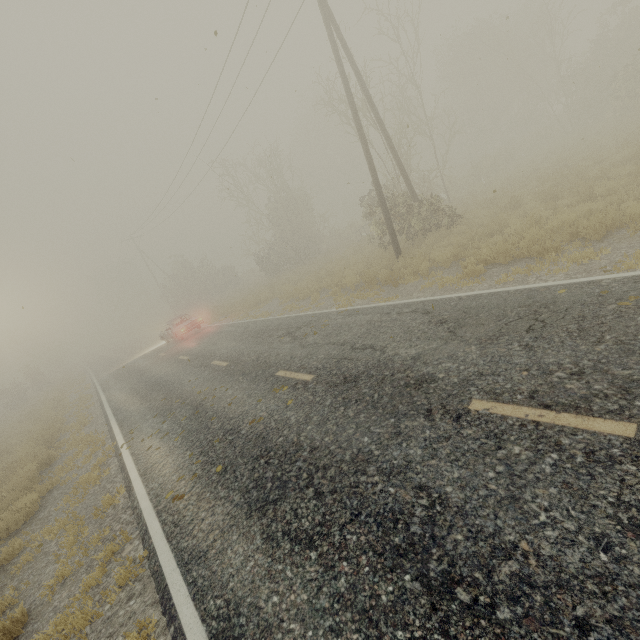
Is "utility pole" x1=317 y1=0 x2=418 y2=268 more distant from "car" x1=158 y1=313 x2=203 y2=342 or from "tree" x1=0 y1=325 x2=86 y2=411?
"tree" x1=0 y1=325 x2=86 y2=411

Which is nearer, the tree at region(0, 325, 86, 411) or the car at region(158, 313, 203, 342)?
the car at region(158, 313, 203, 342)

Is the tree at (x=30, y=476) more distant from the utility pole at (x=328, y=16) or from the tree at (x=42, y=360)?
the tree at (x=42, y=360)

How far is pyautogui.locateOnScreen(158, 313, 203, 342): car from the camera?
20.33m

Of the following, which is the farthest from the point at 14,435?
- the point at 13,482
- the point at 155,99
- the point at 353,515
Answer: the point at 353,515

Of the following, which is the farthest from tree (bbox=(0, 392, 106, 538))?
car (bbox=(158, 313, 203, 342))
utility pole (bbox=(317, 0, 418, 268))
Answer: utility pole (bbox=(317, 0, 418, 268))

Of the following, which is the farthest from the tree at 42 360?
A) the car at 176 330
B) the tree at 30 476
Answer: the tree at 30 476

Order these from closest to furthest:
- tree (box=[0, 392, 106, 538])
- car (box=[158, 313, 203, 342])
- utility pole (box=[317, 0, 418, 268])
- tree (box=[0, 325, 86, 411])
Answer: tree (box=[0, 392, 106, 538]), utility pole (box=[317, 0, 418, 268]), car (box=[158, 313, 203, 342]), tree (box=[0, 325, 86, 411])
